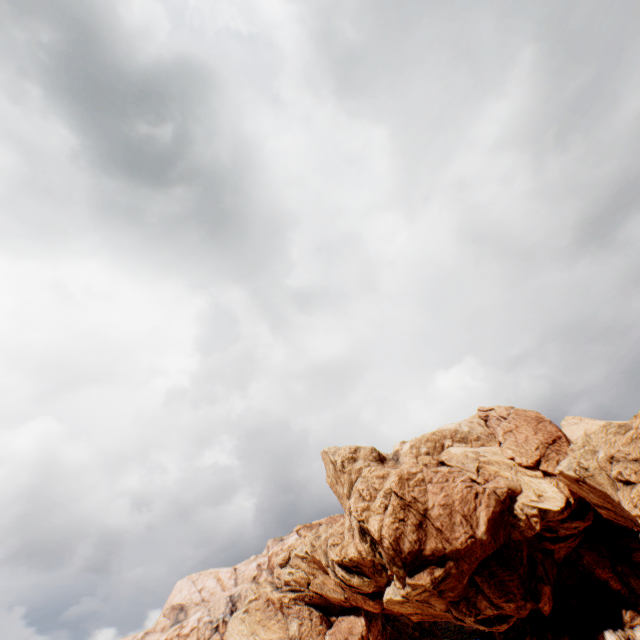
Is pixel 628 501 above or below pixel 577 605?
above
